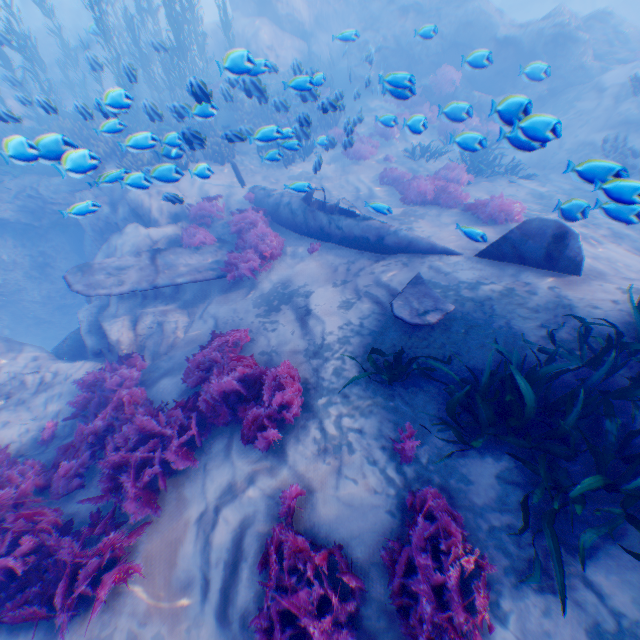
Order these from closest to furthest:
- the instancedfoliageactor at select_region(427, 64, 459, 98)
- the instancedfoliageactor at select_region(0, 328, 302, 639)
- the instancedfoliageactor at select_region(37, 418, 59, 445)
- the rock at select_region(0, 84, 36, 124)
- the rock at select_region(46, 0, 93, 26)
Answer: the instancedfoliageactor at select_region(0, 328, 302, 639) < the instancedfoliageactor at select_region(37, 418, 59, 445) < the rock at select_region(0, 84, 36, 124) < the instancedfoliageactor at select_region(427, 64, 459, 98) < the rock at select_region(46, 0, 93, 26)

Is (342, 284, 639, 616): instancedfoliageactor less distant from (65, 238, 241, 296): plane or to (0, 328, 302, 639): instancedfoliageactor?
(65, 238, 241, 296): plane

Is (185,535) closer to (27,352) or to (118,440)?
(118,440)

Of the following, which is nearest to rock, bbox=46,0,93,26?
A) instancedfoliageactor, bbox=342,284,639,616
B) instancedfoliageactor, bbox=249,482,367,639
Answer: instancedfoliageactor, bbox=342,284,639,616

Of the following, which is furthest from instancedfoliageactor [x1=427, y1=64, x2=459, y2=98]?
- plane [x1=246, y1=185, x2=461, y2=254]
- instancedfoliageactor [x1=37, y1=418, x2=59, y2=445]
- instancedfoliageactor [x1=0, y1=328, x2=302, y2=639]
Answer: instancedfoliageactor [x1=37, y1=418, x2=59, y2=445]

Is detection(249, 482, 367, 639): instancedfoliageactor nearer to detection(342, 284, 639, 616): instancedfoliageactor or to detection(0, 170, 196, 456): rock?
detection(342, 284, 639, 616): instancedfoliageactor

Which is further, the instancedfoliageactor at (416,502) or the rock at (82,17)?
the rock at (82,17)

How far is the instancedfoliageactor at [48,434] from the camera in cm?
628
